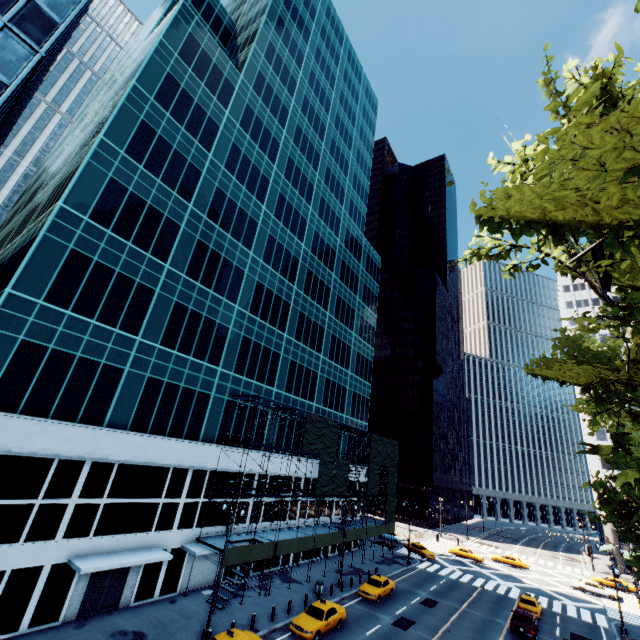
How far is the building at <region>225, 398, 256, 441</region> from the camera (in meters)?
30.91

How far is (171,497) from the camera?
25.4 meters

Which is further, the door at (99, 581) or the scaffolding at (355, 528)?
the scaffolding at (355, 528)

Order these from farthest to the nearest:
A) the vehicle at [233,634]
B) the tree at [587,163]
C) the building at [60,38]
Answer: the building at [60,38] → the vehicle at [233,634] → the tree at [587,163]

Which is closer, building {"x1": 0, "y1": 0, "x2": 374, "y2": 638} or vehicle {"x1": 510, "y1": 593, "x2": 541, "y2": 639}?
building {"x1": 0, "y1": 0, "x2": 374, "y2": 638}

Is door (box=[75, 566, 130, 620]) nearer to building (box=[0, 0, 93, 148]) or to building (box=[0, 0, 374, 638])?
building (box=[0, 0, 374, 638])

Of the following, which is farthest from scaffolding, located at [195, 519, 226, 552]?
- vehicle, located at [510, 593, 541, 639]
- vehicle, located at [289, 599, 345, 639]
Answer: vehicle, located at [510, 593, 541, 639]

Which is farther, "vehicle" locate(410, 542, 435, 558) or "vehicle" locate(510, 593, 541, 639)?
"vehicle" locate(410, 542, 435, 558)
